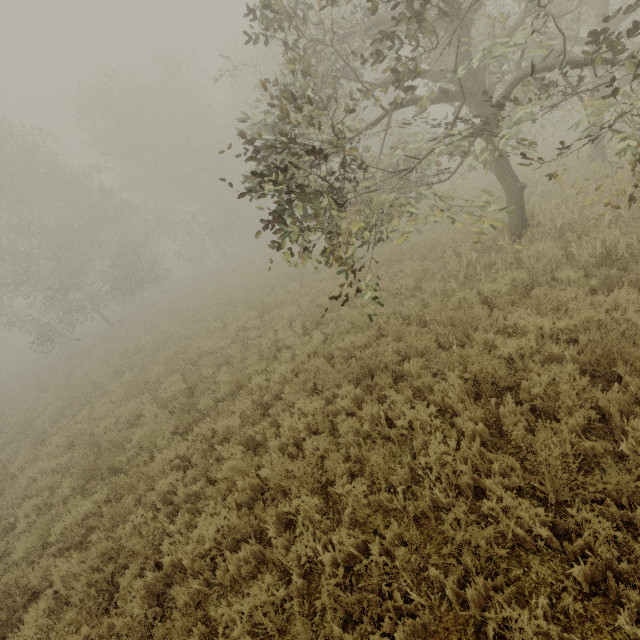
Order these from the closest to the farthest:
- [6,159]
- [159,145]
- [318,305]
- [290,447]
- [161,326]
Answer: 1. [290,447]
2. [318,305]
3. [161,326]
4. [6,159]
5. [159,145]
